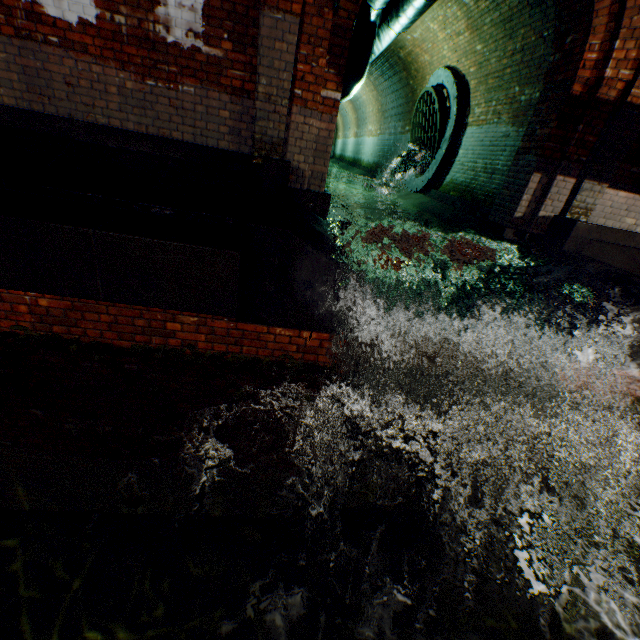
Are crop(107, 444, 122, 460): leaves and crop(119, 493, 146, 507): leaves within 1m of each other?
yes

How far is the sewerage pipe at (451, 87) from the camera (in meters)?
8.53

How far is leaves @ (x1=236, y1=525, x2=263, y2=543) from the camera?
2.0 meters

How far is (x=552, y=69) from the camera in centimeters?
484cm

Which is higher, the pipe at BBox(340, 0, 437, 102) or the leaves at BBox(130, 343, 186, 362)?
the pipe at BBox(340, 0, 437, 102)

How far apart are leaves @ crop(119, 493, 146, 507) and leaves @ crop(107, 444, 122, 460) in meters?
0.4

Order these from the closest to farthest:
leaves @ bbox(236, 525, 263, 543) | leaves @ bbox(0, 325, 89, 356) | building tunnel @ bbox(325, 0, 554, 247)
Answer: leaves @ bbox(236, 525, 263, 543), leaves @ bbox(0, 325, 89, 356), building tunnel @ bbox(325, 0, 554, 247)

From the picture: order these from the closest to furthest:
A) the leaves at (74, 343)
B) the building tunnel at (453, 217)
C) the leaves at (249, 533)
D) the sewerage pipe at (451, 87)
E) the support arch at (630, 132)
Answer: the leaves at (249, 533)
the leaves at (74, 343)
the support arch at (630, 132)
the building tunnel at (453, 217)
the sewerage pipe at (451, 87)
